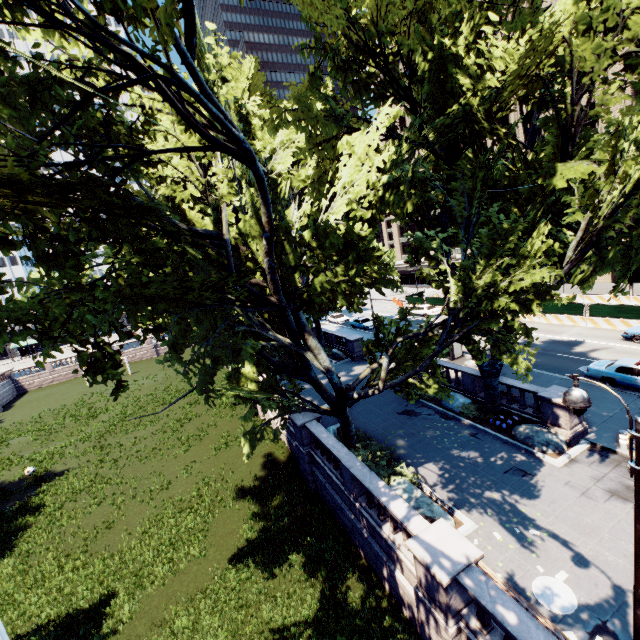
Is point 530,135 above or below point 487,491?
above

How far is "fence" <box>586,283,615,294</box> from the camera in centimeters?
3344cm

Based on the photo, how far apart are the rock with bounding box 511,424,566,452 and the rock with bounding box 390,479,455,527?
5.70m

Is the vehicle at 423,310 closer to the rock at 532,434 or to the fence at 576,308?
the fence at 576,308

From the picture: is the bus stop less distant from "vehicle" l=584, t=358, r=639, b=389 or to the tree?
the tree

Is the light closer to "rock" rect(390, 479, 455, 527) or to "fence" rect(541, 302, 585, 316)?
"rock" rect(390, 479, 455, 527)

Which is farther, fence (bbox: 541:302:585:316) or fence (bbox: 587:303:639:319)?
→ fence (bbox: 541:302:585:316)

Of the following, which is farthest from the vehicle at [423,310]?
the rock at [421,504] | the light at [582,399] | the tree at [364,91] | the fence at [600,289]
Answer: the light at [582,399]
